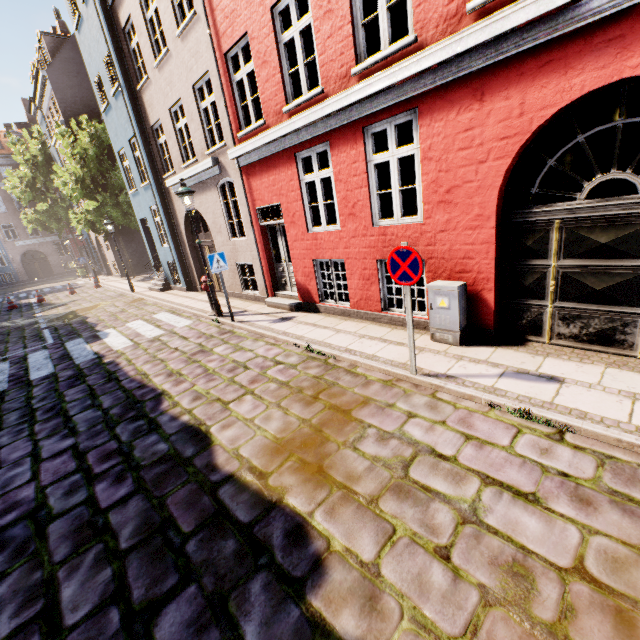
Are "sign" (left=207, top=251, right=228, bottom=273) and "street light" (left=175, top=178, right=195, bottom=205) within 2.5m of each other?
yes

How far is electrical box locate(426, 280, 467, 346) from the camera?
5.3 meters

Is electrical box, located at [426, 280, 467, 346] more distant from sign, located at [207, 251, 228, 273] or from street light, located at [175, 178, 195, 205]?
street light, located at [175, 178, 195, 205]

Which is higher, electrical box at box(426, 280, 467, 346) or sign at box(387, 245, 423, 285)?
sign at box(387, 245, 423, 285)

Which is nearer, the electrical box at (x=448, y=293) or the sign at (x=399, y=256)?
the sign at (x=399, y=256)

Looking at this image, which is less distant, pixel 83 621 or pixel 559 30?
pixel 83 621

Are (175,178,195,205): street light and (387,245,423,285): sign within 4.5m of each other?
no

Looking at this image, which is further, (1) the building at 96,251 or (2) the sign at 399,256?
(1) the building at 96,251
